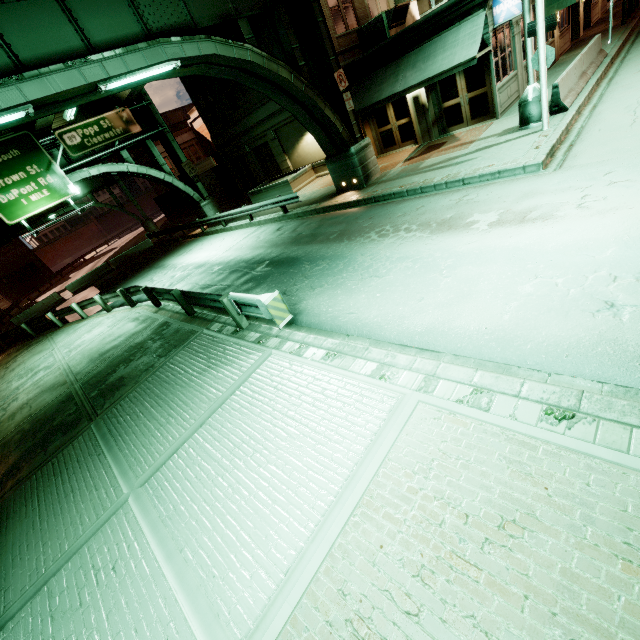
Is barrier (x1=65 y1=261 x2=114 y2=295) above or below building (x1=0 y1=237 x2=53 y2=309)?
below

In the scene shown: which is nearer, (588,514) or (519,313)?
(588,514)

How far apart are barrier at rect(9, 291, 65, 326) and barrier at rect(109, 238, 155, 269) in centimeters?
478cm

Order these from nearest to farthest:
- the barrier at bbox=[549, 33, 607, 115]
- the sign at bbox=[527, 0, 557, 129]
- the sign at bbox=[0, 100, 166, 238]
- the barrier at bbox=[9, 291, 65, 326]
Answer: the sign at bbox=[527, 0, 557, 129] < the barrier at bbox=[549, 33, 607, 115] < the sign at bbox=[0, 100, 166, 238] < the barrier at bbox=[9, 291, 65, 326]

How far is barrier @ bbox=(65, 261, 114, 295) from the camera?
28.0 meters

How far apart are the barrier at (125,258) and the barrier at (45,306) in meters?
4.8 m

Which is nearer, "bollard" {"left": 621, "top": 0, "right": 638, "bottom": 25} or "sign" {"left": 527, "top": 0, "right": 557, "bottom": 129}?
"sign" {"left": 527, "top": 0, "right": 557, "bottom": 129}

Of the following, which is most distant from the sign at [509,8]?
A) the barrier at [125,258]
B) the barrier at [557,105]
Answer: the barrier at [125,258]
